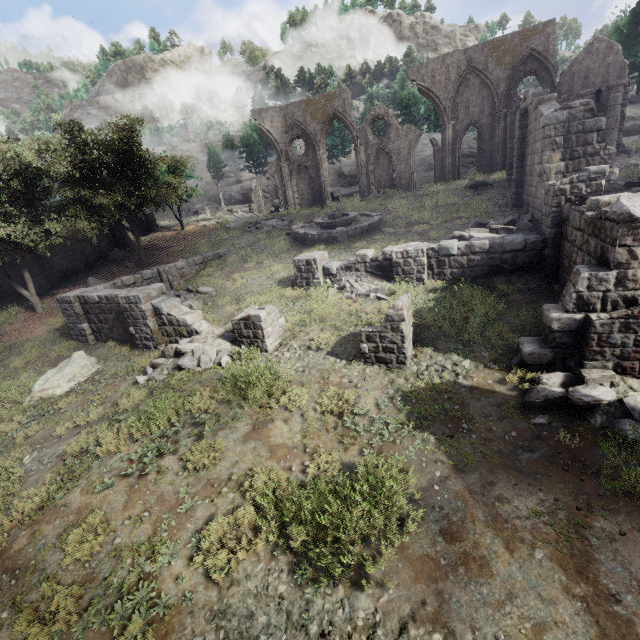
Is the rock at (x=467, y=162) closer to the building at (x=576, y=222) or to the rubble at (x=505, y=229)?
the building at (x=576, y=222)

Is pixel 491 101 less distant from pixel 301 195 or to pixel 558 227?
pixel 301 195

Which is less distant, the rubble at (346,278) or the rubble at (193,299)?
the rubble at (346,278)

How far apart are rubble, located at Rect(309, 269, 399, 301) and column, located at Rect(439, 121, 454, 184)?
20.92m

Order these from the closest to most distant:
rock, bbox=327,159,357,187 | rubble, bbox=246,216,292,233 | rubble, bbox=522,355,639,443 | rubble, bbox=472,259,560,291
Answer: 1. rubble, bbox=522,355,639,443
2. rubble, bbox=472,259,560,291
3. rubble, bbox=246,216,292,233
4. rock, bbox=327,159,357,187

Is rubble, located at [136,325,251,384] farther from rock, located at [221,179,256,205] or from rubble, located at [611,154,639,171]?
rock, located at [221,179,256,205]

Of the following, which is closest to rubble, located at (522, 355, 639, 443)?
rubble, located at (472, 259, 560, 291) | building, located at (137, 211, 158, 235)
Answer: rubble, located at (472, 259, 560, 291)

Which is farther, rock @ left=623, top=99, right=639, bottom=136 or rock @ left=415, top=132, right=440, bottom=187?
rock @ left=415, top=132, right=440, bottom=187
